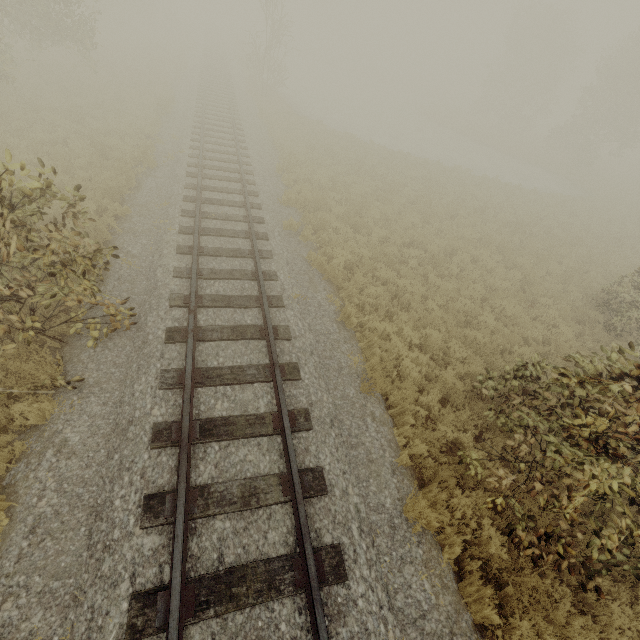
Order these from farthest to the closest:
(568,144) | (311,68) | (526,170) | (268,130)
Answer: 1. (311,68)
2. (568,144)
3. (526,170)
4. (268,130)
